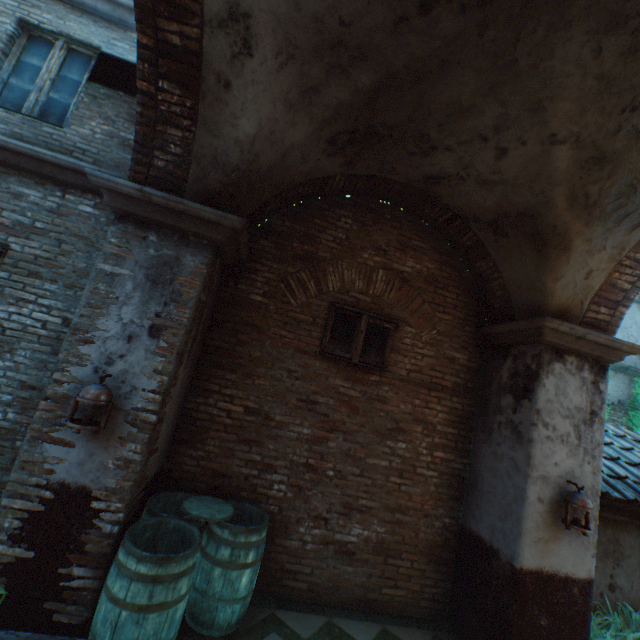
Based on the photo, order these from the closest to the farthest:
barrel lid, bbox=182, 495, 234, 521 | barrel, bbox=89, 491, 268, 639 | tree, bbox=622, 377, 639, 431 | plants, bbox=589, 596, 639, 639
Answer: barrel, bbox=89, 491, 268, 639 → barrel lid, bbox=182, 495, 234, 521 → plants, bbox=589, 596, 639, 639 → tree, bbox=622, 377, 639, 431

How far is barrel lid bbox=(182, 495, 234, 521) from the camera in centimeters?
327cm

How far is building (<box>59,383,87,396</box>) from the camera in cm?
288

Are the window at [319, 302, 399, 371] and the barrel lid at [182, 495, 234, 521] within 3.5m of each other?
yes

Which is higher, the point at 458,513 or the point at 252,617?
the point at 458,513

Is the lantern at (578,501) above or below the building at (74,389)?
above

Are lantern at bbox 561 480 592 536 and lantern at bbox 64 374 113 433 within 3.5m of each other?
no

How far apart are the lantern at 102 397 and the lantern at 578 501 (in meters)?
4.77
